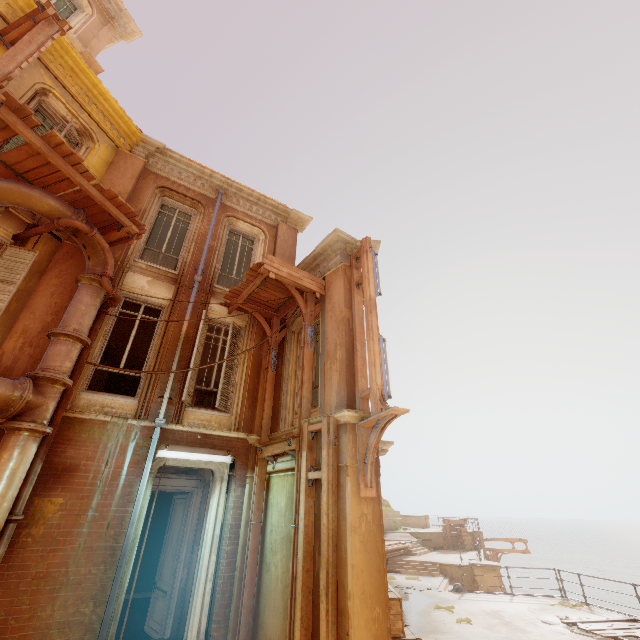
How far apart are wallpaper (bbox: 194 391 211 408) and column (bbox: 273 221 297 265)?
7.5m

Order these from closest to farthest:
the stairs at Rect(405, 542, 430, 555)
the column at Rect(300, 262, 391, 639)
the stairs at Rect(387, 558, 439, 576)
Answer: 1. the column at Rect(300, 262, 391, 639)
2. the stairs at Rect(387, 558, 439, 576)
3. the stairs at Rect(405, 542, 430, 555)

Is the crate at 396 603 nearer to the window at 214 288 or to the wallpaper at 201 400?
the window at 214 288

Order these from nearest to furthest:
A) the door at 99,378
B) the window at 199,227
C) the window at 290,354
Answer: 1. the window at 290,354
2. the window at 199,227
3. the door at 99,378

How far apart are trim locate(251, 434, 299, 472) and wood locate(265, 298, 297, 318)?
3.4 meters

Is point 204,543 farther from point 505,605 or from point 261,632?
point 505,605

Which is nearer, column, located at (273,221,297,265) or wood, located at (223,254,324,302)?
wood, located at (223,254,324,302)

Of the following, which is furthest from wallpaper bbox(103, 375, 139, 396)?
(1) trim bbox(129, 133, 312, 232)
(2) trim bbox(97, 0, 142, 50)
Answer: (2) trim bbox(97, 0, 142, 50)
